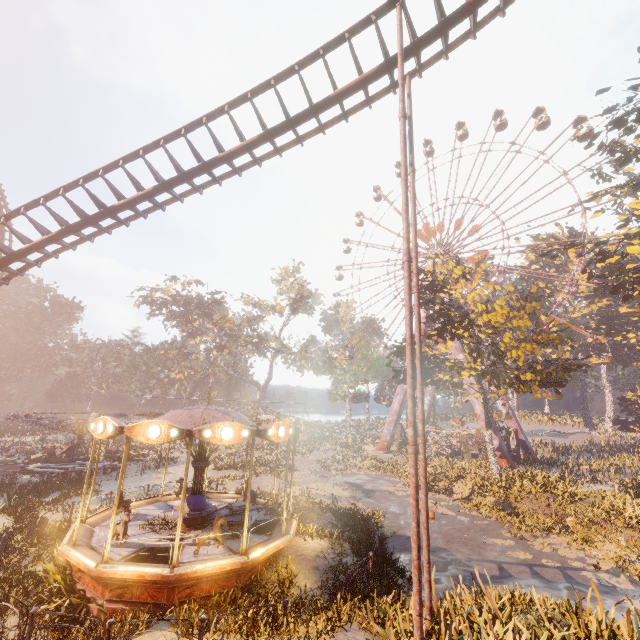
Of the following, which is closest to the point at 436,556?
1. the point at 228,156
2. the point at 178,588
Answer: the point at 178,588

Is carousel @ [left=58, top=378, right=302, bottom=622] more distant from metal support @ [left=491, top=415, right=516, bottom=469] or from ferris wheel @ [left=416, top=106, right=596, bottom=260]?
ferris wheel @ [left=416, top=106, right=596, bottom=260]

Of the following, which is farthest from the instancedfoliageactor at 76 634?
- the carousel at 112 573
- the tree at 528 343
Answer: the tree at 528 343

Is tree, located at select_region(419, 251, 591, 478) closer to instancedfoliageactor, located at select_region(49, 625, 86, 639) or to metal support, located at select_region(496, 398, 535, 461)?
metal support, located at select_region(496, 398, 535, 461)

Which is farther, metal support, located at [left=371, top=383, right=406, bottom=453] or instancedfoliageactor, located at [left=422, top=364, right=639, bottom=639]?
metal support, located at [left=371, top=383, right=406, bottom=453]

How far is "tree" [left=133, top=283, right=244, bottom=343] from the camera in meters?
51.1 m

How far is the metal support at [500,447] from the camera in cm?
3191

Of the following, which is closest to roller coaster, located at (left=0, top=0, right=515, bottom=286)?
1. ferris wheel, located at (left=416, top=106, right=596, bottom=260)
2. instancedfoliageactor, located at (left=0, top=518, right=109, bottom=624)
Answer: instancedfoliageactor, located at (left=0, top=518, right=109, bottom=624)
